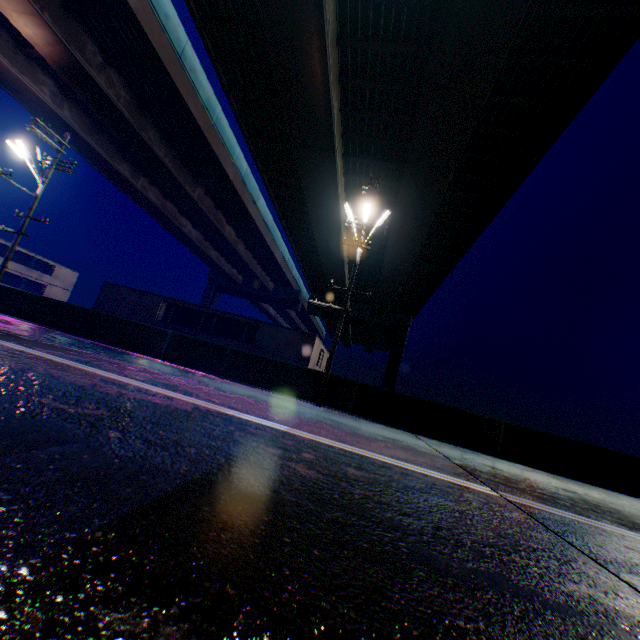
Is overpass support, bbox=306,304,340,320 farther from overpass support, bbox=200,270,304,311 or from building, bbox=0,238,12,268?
building, bbox=0,238,12,268

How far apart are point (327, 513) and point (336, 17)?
17.54m

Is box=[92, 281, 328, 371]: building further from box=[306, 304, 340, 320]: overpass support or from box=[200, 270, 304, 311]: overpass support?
box=[200, 270, 304, 311]: overpass support

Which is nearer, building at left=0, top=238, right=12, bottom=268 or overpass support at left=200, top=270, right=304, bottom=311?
building at left=0, top=238, right=12, bottom=268

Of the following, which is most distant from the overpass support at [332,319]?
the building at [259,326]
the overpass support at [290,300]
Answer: the building at [259,326]

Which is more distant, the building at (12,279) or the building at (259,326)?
the building at (12,279)

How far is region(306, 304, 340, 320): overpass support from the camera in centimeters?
4984cm

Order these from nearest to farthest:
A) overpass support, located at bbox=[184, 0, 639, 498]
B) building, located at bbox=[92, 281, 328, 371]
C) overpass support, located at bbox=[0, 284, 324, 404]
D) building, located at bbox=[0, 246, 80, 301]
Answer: overpass support, located at bbox=[184, 0, 639, 498] < overpass support, located at bbox=[0, 284, 324, 404] < building, located at bbox=[92, 281, 328, 371] < building, located at bbox=[0, 246, 80, 301]
